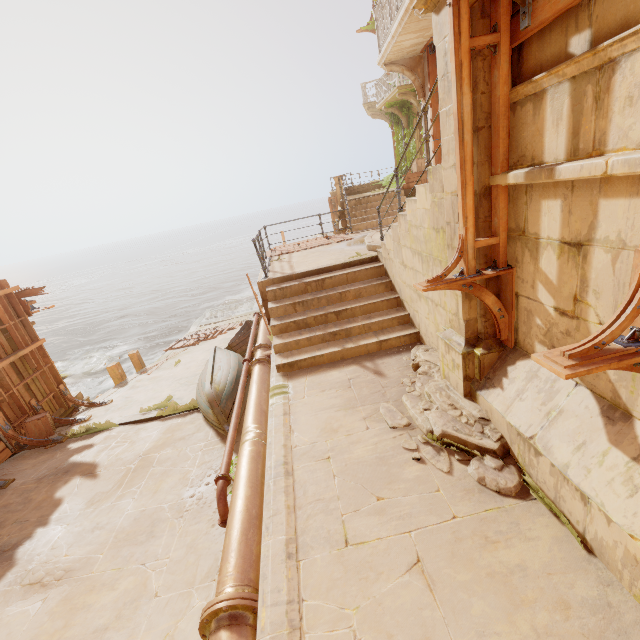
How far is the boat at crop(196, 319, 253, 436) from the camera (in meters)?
Result: 7.64

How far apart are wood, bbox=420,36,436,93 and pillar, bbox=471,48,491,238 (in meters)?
5.29

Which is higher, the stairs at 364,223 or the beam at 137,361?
the stairs at 364,223

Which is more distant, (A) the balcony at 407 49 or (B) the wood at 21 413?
(B) the wood at 21 413

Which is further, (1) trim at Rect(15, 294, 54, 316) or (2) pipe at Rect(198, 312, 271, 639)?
(1) trim at Rect(15, 294, 54, 316)

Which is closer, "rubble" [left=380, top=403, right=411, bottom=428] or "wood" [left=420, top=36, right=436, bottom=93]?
"rubble" [left=380, top=403, right=411, bottom=428]

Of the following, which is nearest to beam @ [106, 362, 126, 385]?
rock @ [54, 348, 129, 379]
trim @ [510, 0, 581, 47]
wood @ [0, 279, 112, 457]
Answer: wood @ [0, 279, 112, 457]

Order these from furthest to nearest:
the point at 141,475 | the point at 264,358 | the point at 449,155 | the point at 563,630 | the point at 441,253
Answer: the point at 264,358, the point at 141,475, the point at 441,253, the point at 449,155, the point at 563,630
